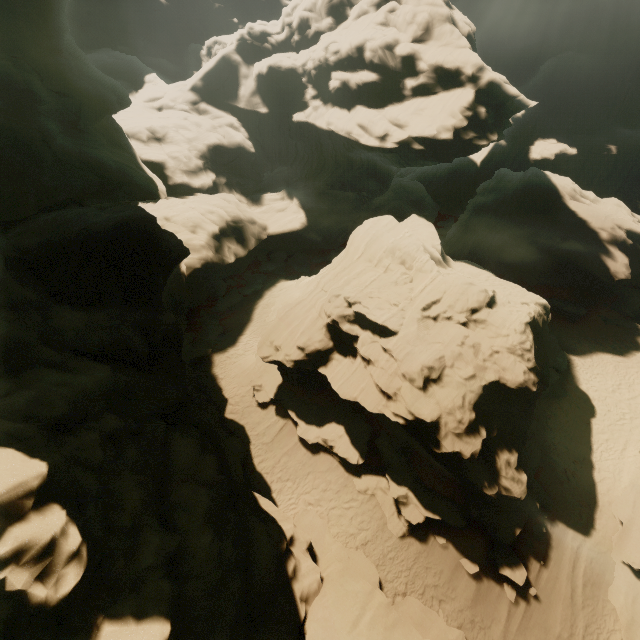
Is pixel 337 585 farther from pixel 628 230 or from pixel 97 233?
pixel 628 230

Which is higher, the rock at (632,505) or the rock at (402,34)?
the rock at (402,34)

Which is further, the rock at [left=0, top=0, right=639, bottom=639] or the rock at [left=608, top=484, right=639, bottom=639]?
the rock at [left=608, top=484, right=639, bottom=639]

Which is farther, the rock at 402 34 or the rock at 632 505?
the rock at 632 505

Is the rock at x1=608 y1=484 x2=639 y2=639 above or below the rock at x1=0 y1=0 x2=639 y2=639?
below
